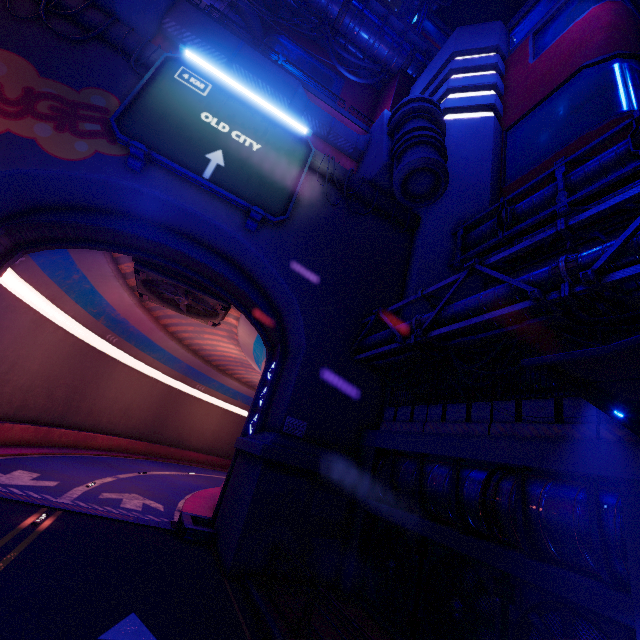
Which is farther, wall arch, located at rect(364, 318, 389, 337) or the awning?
wall arch, located at rect(364, 318, 389, 337)

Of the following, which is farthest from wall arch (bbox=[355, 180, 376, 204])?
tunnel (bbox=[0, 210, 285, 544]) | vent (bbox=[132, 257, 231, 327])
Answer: vent (bbox=[132, 257, 231, 327])

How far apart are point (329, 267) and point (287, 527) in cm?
1114

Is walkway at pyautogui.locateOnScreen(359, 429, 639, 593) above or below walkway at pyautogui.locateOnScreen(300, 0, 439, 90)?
below

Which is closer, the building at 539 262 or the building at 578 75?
the building at 539 262

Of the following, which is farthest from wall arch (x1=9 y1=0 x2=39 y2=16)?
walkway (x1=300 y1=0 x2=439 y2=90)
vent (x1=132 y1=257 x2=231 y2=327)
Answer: walkway (x1=300 y1=0 x2=439 y2=90)

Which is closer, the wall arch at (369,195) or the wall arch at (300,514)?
the wall arch at (300,514)

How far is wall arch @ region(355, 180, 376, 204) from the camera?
17.97m
